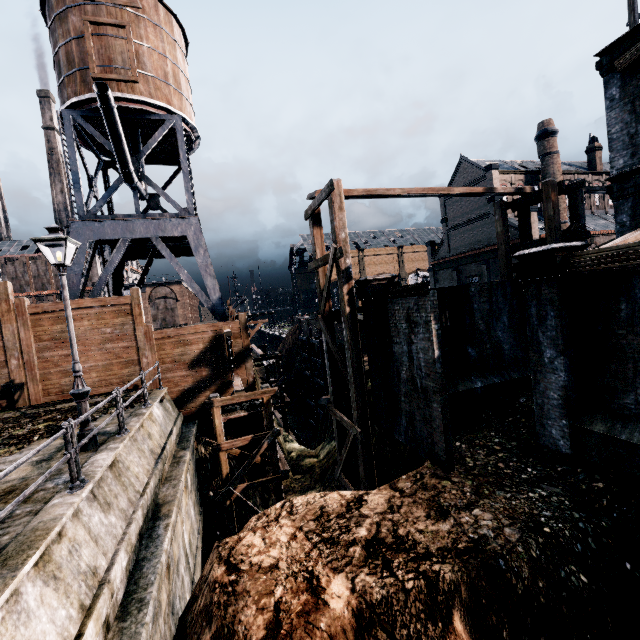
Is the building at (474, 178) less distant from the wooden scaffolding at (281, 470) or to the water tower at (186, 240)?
the wooden scaffolding at (281, 470)

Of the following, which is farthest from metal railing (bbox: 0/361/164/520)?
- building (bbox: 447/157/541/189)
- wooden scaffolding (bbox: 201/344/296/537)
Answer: building (bbox: 447/157/541/189)

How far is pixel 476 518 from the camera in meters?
8.5

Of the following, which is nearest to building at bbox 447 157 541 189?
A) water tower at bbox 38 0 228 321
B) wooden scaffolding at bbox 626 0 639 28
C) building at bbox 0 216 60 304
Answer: wooden scaffolding at bbox 626 0 639 28

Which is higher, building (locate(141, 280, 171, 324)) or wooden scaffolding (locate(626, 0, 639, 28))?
wooden scaffolding (locate(626, 0, 639, 28))

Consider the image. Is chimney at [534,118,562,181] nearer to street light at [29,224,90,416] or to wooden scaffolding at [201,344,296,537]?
wooden scaffolding at [201,344,296,537]

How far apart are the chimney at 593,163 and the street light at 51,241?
66.7 meters

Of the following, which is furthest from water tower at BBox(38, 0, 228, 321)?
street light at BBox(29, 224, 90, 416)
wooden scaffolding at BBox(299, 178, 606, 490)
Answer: street light at BBox(29, 224, 90, 416)
